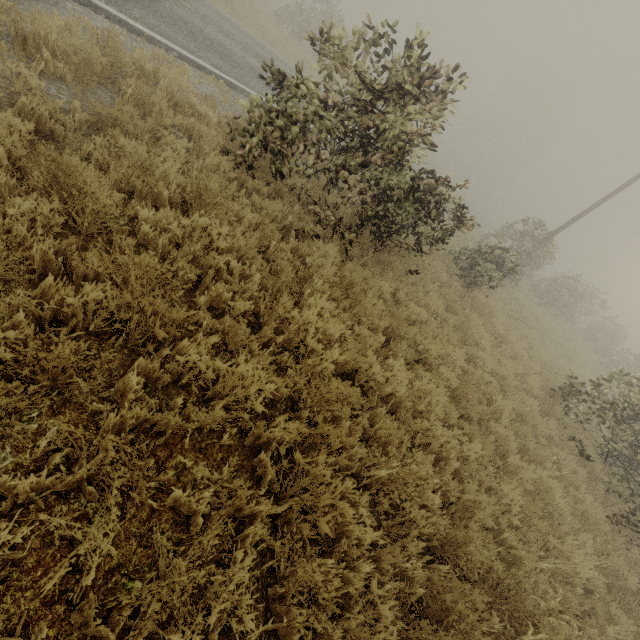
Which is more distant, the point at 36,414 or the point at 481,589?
the point at 481,589

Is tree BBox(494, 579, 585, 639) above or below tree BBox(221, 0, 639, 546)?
below

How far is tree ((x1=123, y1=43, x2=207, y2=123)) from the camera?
5.3 meters

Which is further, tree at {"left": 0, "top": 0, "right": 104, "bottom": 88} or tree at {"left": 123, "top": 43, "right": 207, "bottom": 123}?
tree at {"left": 123, "top": 43, "right": 207, "bottom": 123}

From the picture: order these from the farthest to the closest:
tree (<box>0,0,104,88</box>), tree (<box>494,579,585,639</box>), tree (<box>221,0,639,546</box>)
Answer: tree (<box>221,0,639,546</box>) < tree (<box>0,0,104,88</box>) < tree (<box>494,579,585,639</box>)

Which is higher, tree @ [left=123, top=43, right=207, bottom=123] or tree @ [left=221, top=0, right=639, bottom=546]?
tree @ [left=221, top=0, right=639, bottom=546]

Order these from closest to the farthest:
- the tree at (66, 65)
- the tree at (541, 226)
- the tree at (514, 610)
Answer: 1. the tree at (514, 610)
2. the tree at (66, 65)
3. the tree at (541, 226)

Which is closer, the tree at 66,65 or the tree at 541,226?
the tree at 66,65
